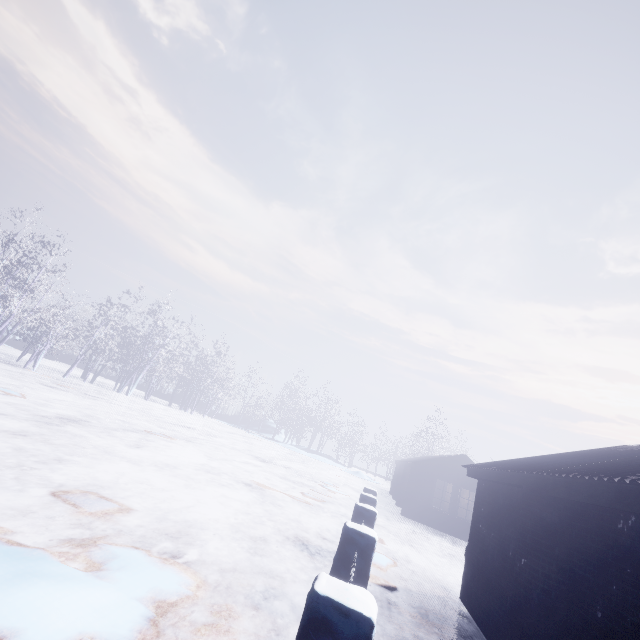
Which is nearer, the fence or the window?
the fence

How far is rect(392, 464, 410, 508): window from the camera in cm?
1767

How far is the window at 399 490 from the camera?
17.67m

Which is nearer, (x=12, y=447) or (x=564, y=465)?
(x=564, y=465)

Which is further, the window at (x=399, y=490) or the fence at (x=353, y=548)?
the window at (x=399, y=490)
